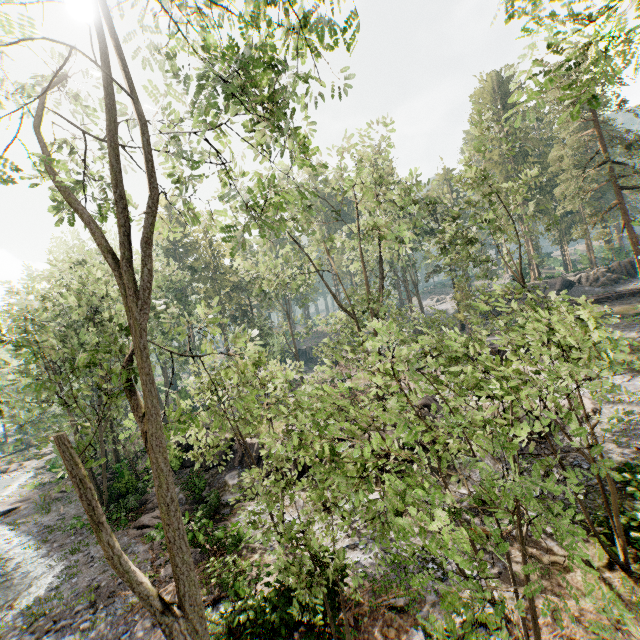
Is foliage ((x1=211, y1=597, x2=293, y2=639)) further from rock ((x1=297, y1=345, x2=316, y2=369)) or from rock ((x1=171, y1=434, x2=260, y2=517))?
rock ((x1=297, y1=345, x2=316, y2=369))

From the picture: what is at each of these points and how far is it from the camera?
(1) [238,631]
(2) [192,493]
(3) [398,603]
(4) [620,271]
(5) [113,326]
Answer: (1) foliage, 9.4m
(2) rock, 20.5m
(3) foliage, 10.4m
(4) rock, 37.3m
(5) foliage, 21.0m

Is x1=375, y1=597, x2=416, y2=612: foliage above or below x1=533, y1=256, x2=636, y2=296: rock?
below

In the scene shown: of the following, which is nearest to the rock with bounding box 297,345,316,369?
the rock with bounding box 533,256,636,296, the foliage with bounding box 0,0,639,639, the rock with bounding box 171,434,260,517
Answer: the foliage with bounding box 0,0,639,639

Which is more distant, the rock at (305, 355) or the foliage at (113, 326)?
the rock at (305, 355)

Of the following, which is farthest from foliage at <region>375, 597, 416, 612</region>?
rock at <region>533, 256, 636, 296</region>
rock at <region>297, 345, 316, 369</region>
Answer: rock at <region>297, 345, 316, 369</region>

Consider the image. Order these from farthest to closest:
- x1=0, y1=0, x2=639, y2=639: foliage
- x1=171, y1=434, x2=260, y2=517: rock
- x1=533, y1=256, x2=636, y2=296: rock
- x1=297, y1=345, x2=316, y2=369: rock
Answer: x1=297, y1=345, x2=316, y2=369: rock → x1=533, y1=256, x2=636, y2=296: rock → x1=171, y1=434, x2=260, y2=517: rock → x1=0, y1=0, x2=639, y2=639: foliage

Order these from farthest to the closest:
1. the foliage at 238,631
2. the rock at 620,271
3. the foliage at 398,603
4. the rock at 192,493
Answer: the rock at 620,271 < the rock at 192,493 < the foliage at 398,603 < the foliage at 238,631
